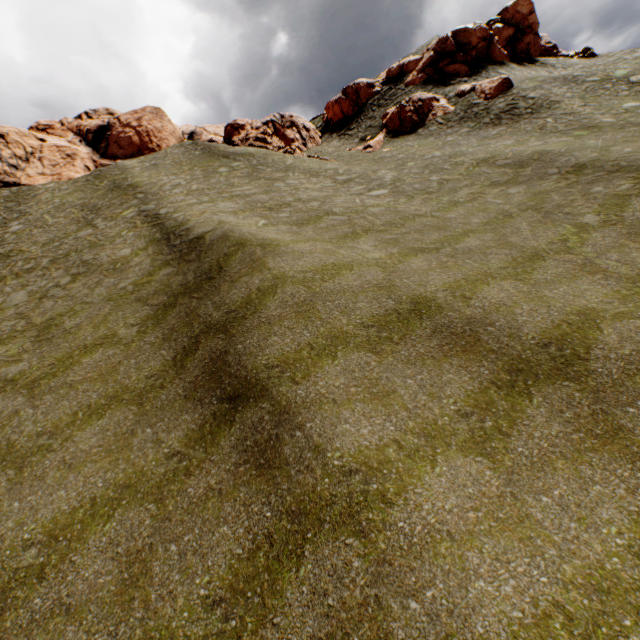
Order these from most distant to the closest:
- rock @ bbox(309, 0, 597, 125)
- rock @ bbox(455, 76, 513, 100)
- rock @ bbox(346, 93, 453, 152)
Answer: rock @ bbox(309, 0, 597, 125)
rock @ bbox(346, 93, 453, 152)
rock @ bbox(455, 76, 513, 100)

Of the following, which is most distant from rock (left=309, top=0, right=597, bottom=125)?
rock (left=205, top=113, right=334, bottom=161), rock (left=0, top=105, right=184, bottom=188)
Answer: rock (left=0, top=105, right=184, bottom=188)

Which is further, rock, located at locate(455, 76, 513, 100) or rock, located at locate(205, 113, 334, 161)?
rock, located at locate(205, 113, 334, 161)

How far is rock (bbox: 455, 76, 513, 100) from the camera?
29.89m

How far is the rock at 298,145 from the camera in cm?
3325

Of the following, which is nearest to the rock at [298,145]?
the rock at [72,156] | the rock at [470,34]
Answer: the rock at [470,34]

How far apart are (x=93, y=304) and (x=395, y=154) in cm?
2741
